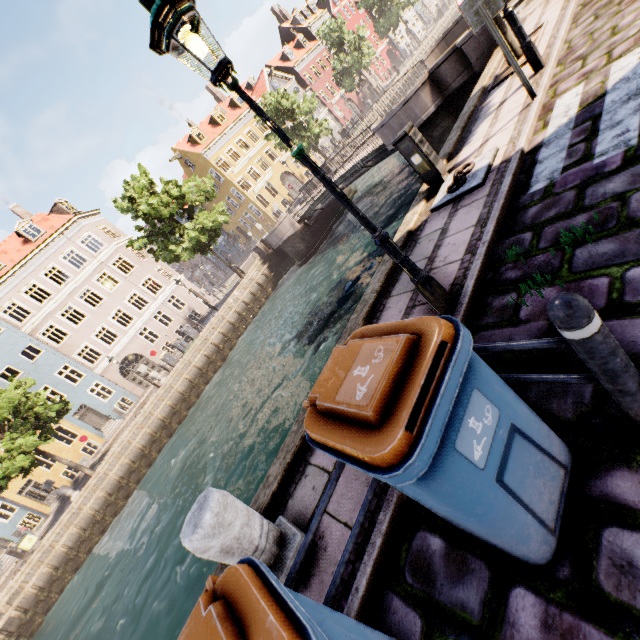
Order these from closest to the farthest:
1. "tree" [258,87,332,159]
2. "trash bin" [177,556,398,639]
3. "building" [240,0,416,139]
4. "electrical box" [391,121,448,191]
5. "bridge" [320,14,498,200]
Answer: "trash bin" [177,556,398,639] < "electrical box" [391,121,448,191] < "bridge" [320,14,498,200] < "tree" [258,87,332,159] < "building" [240,0,416,139]

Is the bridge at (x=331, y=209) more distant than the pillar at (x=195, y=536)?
Yes

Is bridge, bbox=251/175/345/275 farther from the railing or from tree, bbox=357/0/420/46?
the railing

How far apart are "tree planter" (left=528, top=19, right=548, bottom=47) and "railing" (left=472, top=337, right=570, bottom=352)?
8.20m

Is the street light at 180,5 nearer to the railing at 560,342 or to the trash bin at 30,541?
the railing at 560,342

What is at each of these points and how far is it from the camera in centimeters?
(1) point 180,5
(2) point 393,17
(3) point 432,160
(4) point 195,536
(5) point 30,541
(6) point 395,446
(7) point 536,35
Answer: (1) street light, 236cm
(2) tree, 4109cm
(3) electrical box, 586cm
(4) pillar, 254cm
(5) trash bin, 1805cm
(6) trash bin, 128cm
(7) tree planter, 766cm

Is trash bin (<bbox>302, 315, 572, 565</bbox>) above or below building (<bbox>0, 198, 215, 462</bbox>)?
below

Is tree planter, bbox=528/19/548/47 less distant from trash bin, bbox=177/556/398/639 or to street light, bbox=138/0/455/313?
street light, bbox=138/0/455/313
